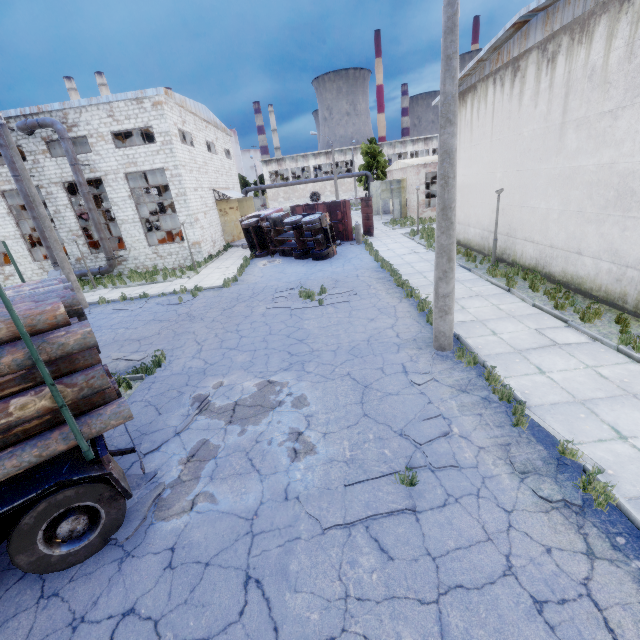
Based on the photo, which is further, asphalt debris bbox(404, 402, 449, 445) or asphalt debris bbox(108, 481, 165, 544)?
asphalt debris bbox(404, 402, 449, 445)

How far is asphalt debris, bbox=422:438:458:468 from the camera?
5.18m

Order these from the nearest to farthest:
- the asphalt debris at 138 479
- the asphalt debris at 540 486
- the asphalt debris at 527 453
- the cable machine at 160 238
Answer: the asphalt debris at 540 486 → the asphalt debris at 527 453 → the asphalt debris at 138 479 → the cable machine at 160 238

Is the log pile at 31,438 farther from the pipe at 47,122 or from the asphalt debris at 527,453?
the pipe at 47,122

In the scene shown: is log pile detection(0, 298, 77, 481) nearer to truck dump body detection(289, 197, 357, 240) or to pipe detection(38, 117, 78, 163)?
pipe detection(38, 117, 78, 163)

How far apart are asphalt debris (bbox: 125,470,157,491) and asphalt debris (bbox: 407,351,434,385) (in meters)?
5.30

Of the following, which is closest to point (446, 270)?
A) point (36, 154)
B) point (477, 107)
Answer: point (477, 107)

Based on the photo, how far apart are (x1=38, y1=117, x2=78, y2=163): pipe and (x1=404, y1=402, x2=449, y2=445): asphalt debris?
24.59m
